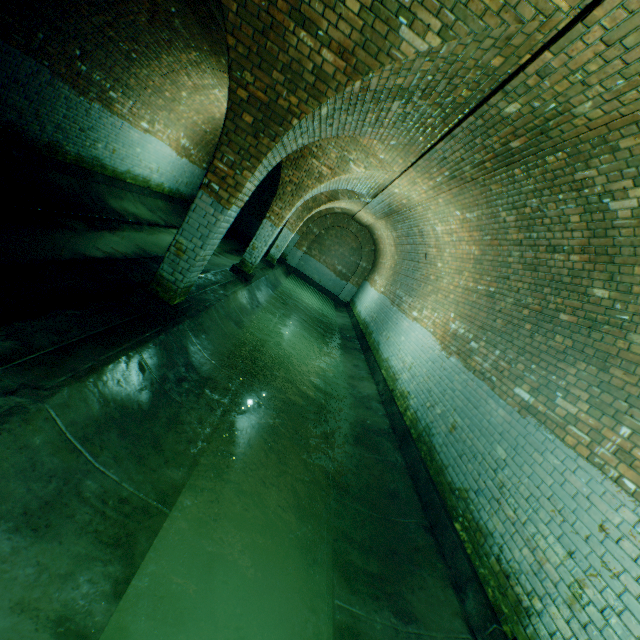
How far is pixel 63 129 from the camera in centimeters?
729cm
